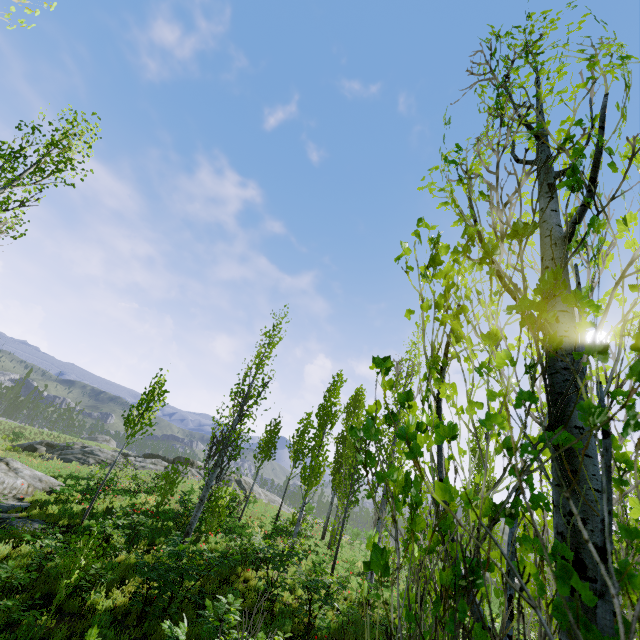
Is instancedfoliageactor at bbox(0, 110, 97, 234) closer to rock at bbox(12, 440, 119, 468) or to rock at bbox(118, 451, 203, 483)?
rock at bbox(118, 451, 203, 483)

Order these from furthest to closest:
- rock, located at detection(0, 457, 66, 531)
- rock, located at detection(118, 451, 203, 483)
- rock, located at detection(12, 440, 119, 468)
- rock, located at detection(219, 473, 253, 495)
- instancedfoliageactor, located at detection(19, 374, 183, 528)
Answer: rock, located at detection(219, 473, 253, 495) → rock, located at detection(118, 451, 203, 483) → rock, located at detection(12, 440, 119, 468) → instancedfoliageactor, located at detection(19, 374, 183, 528) → rock, located at detection(0, 457, 66, 531)

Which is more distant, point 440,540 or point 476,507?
point 476,507

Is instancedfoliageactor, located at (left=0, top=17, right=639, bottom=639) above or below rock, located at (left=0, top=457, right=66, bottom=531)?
above

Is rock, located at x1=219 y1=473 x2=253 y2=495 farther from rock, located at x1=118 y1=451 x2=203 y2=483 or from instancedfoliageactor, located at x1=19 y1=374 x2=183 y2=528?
rock, located at x1=118 y1=451 x2=203 y2=483

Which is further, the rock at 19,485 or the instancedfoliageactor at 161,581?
the rock at 19,485

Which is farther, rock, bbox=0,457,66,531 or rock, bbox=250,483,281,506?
rock, bbox=250,483,281,506

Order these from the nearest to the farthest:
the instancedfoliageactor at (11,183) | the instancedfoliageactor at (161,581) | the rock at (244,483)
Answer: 1. the instancedfoliageactor at (161,581)
2. the instancedfoliageactor at (11,183)
3. the rock at (244,483)
